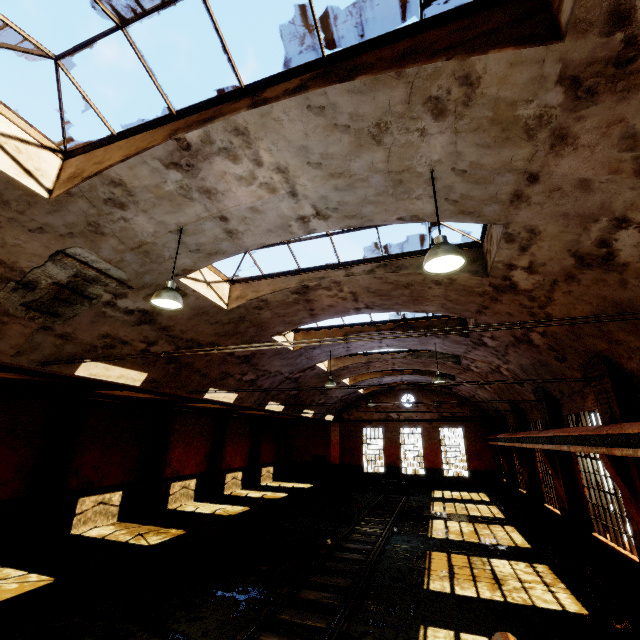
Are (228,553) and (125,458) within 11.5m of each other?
yes

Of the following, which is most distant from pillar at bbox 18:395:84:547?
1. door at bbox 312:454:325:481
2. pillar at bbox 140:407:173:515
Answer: door at bbox 312:454:325:481

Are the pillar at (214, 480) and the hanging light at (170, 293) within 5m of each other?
no

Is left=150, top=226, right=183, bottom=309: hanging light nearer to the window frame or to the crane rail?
the window frame

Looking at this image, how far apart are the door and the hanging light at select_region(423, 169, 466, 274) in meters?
26.9

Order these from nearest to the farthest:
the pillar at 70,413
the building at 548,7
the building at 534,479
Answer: the building at 548,7 → the building at 534,479 → the pillar at 70,413

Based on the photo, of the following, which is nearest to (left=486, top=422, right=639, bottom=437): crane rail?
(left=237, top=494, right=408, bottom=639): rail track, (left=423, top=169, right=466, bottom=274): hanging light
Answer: (left=423, top=169, right=466, bottom=274): hanging light

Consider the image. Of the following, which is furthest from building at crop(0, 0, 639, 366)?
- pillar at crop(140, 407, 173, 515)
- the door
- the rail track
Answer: pillar at crop(140, 407, 173, 515)
